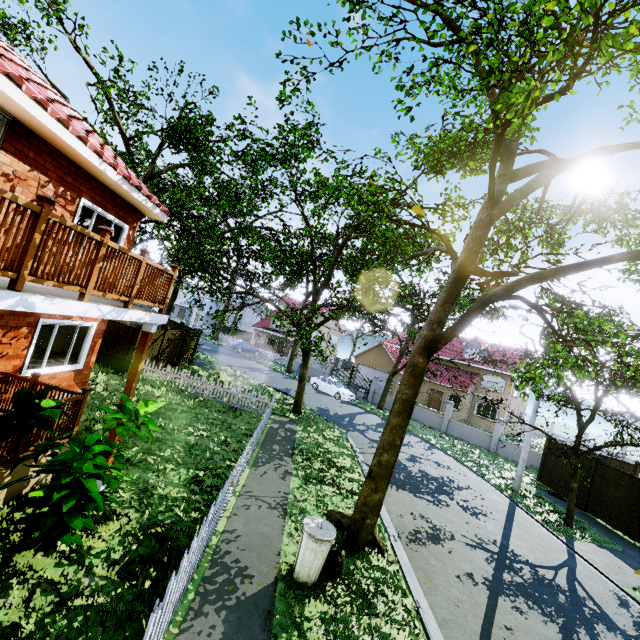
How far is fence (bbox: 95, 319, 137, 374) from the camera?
15.06m

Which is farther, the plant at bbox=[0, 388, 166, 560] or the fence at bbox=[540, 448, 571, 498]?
the fence at bbox=[540, 448, 571, 498]

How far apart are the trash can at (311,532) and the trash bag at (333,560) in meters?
0.1 m

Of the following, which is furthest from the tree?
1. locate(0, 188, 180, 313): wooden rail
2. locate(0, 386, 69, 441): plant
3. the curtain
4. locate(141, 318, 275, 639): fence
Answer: locate(0, 386, 69, 441): plant

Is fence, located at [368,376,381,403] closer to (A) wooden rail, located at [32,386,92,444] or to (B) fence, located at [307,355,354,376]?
(B) fence, located at [307,355,354,376]

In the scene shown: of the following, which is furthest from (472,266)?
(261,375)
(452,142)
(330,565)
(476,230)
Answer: (261,375)

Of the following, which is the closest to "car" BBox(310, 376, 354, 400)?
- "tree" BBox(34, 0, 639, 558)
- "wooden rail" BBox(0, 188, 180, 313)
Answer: "tree" BBox(34, 0, 639, 558)

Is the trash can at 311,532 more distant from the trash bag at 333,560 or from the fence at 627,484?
the fence at 627,484
